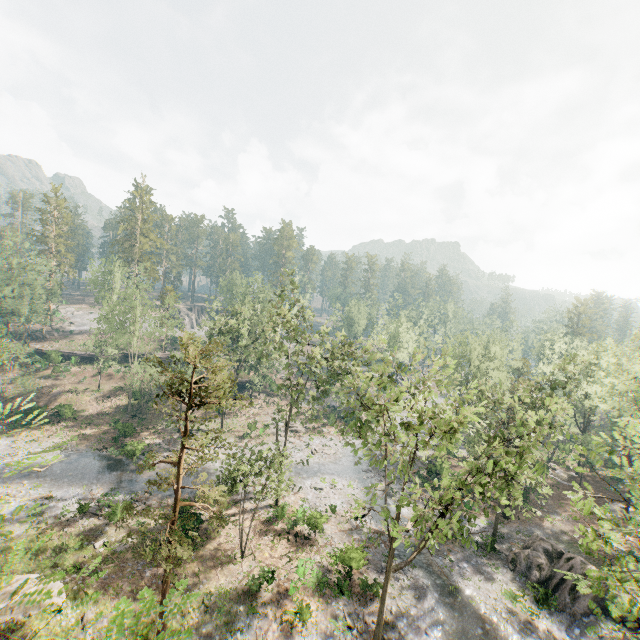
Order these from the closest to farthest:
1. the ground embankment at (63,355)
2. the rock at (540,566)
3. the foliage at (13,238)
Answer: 1. the rock at (540,566)
2. the foliage at (13,238)
3. the ground embankment at (63,355)

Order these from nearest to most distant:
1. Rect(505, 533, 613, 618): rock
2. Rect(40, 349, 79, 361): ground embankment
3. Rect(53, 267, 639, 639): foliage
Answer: Rect(53, 267, 639, 639): foliage
Rect(505, 533, 613, 618): rock
Rect(40, 349, 79, 361): ground embankment

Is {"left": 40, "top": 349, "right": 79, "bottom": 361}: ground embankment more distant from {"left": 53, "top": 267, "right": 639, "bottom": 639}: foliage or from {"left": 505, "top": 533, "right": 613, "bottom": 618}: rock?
{"left": 505, "top": 533, "right": 613, "bottom": 618}: rock

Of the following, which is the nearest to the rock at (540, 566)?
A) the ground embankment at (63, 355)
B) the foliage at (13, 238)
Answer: the foliage at (13, 238)

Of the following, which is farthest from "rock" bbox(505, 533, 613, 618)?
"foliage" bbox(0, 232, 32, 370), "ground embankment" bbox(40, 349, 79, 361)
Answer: "ground embankment" bbox(40, 349, 79, 361)

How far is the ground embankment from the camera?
54.5 meters

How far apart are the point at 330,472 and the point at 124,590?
23.62m

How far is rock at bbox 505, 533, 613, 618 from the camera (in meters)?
24.05
